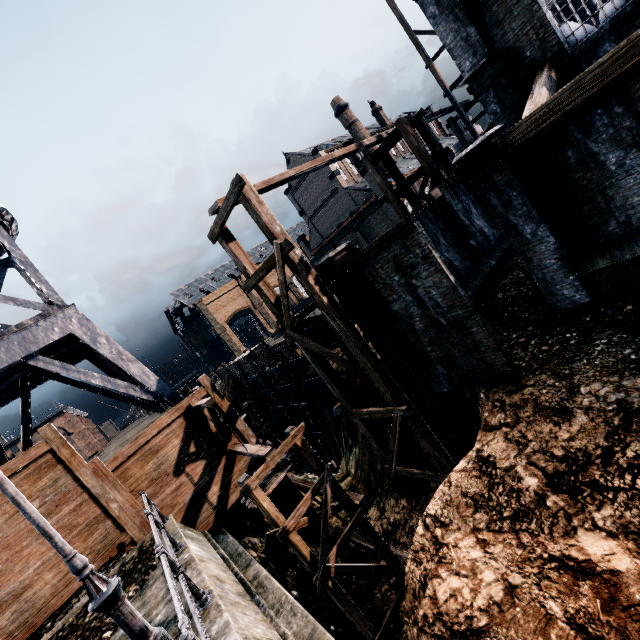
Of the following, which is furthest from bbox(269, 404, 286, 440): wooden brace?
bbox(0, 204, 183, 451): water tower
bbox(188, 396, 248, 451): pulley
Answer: bbox(188, 396, 248, 451): pulley

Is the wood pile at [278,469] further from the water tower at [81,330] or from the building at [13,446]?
the building at [13,446]

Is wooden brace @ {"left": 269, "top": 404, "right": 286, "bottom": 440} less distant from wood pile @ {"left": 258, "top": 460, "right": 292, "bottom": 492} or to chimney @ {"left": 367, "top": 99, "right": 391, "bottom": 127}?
wood pile @ {"left": 258, "top": 460, "right": 292, "bottom": 492}

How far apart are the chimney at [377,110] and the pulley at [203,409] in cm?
6141

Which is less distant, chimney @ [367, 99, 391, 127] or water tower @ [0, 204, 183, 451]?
water tower @ [0, 204, 183, 451]

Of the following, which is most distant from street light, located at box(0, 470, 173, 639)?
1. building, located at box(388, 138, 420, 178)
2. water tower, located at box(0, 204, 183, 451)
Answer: building, located at box(388, 138, 420, 178)

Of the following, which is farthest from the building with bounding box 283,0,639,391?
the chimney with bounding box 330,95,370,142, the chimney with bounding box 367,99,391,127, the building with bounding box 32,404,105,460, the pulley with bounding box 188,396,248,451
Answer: the building with bounding box 32,404,105,460

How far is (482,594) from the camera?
5.7m
